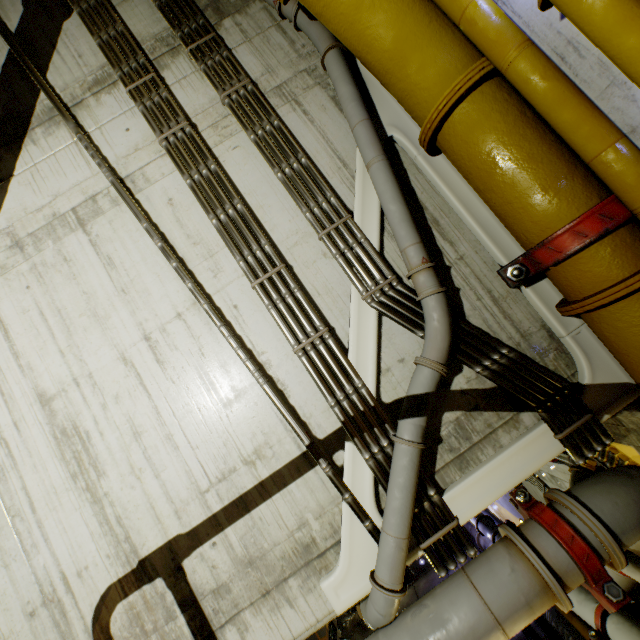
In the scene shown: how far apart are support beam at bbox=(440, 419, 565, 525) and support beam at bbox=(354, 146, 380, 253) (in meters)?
1.59

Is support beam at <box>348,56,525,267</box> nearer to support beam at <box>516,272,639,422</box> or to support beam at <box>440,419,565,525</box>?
support beam at <box>516,272,639,422</box>

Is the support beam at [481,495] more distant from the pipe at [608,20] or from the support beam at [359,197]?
the support beam at [359,197]

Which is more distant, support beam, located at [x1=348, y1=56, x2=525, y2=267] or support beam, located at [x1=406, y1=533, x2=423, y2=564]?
support beam, located at [x1=348, y1=56, x2=525, y2=267]

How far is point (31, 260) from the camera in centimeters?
375cm

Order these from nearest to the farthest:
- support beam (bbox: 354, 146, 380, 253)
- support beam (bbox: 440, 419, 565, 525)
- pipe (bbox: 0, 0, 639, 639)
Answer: pipe (bbox: 0, 0, 639, 639)
support beam (bbox: 440, 419, 565, 525)
support beam (bbox: 354, 146, 380, 253)

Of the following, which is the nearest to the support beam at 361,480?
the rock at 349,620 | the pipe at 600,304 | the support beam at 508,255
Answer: the pipe at 600,304

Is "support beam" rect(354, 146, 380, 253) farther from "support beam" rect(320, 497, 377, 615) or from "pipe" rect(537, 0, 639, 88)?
"support beam" rect(320, 497, 377, 615)
